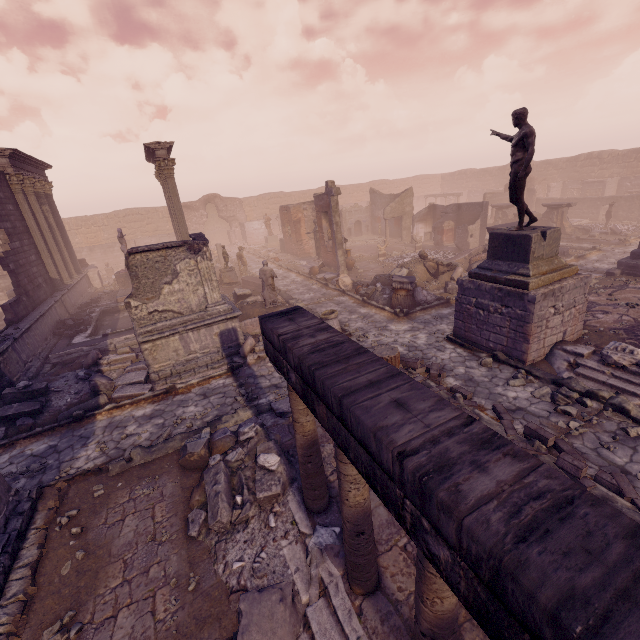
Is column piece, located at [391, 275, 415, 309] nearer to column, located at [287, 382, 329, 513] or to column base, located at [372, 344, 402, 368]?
column base, located at [372, 344, 402, 368]

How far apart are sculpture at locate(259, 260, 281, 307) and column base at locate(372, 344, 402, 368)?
5.4 meters

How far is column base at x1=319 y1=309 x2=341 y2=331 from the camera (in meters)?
11.03

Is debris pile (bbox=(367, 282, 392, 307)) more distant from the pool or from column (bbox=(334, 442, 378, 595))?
column (bbox=(334, 442, 378, 595))

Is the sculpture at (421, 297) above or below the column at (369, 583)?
below

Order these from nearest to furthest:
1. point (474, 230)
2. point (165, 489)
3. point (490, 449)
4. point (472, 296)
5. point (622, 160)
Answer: point (490, 449) < point (165, 489) < point (472, 296) < point (474, 230) < point (622, 160)

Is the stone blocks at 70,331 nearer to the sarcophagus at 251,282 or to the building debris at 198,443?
the sarcophagus at 251,282

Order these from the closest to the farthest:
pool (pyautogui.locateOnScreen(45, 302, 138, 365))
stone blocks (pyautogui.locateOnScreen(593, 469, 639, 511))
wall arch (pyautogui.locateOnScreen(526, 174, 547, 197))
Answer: stone blocks (pyautogui.locateOnScreen(593, 469, 639, 511))
pool (pyautogui.locateOnScreen(45, 302, 138, 365))
wall arch (pyautogui.locateOnScreen(526, 174, 547, 197))
